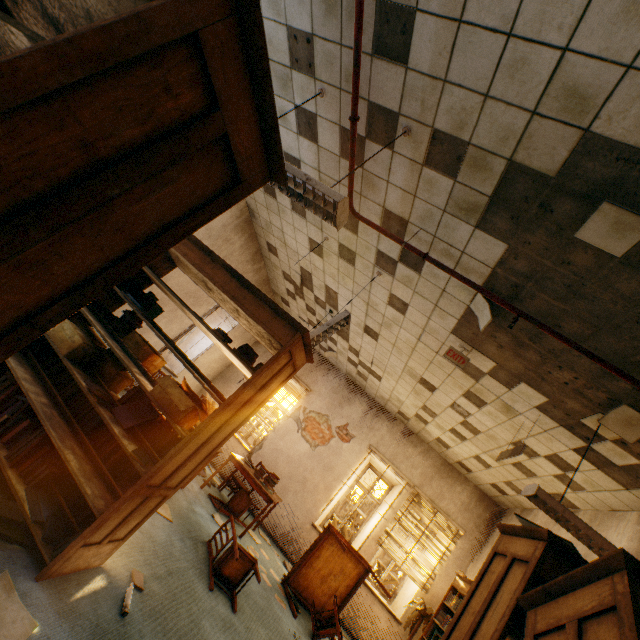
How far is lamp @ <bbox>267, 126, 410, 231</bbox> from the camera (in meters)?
2.27

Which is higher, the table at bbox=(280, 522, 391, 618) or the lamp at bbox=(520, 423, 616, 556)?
the lamp at bbox=(520, 423, 616, 556)

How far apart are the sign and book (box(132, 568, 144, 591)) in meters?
3.8 m

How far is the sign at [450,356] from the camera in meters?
4.2 m

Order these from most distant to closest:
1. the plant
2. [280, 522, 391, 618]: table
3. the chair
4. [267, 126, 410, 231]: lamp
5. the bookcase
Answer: the plant → [280, 522, 391, 618]: table → the chair → [267, 126, 410, 231]: lamp → the bookcase

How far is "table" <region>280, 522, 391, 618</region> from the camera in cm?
538

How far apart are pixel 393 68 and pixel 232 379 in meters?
8.0 m

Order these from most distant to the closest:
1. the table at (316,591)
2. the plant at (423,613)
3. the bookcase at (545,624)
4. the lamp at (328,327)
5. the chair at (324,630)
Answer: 1. the plant at (423,613)
2. the table at (316,591)
3. the chair at (324,630)
4. the lamp at (328,327)
5. the bookcase at (545,624)
